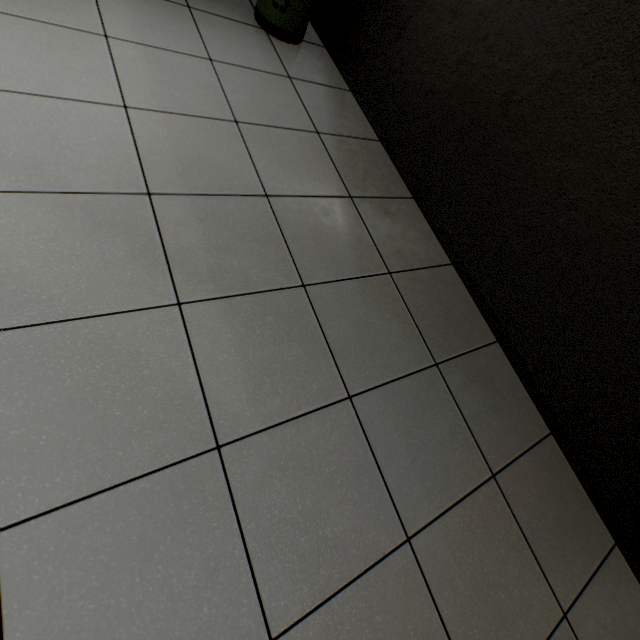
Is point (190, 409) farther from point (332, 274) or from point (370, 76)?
point (370, 76)

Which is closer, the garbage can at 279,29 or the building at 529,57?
the building at 529,57

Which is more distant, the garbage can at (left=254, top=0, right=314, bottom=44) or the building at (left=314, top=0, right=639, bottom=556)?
the garbage can at (left=254, top=0, right=314, bottom=44)
